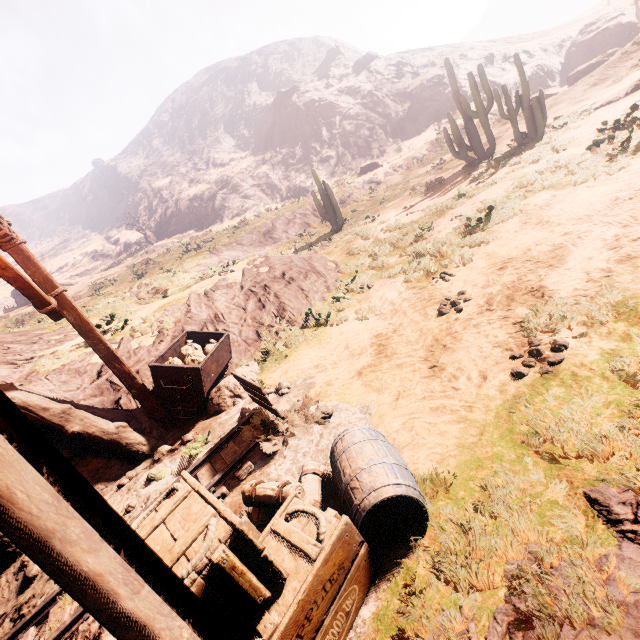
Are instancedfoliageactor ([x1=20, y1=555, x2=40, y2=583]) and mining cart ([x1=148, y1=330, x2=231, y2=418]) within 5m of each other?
yes

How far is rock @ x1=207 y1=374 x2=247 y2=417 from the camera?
6.2m

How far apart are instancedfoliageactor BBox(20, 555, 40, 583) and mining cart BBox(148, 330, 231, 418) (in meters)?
2.56

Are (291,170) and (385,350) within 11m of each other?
no

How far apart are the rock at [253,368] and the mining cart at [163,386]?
0.03m

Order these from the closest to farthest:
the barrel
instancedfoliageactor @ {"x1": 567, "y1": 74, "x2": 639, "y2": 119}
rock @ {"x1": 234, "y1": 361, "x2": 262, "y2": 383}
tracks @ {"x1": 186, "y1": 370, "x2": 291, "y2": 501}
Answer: the barrel, tracks @ {"x1": 186, "y1": 370, "x2": 291, "y2": 501}, rock @ {"x1": 234, "y1": 361, "x2": 262, "y2": 383}, instancedfoliageactor @ {"x1": 567, "y1": 74, "x2": 639, "y2": 119}

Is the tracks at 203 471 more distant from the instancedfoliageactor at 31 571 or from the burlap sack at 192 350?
the burlap sack at 192 350
